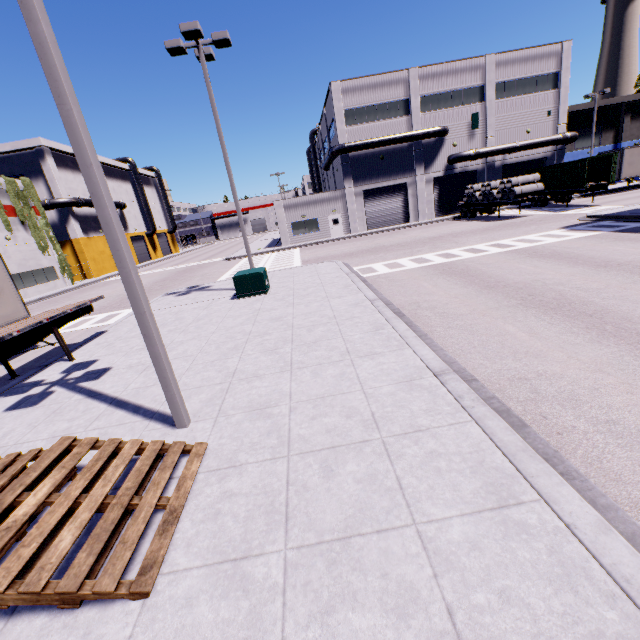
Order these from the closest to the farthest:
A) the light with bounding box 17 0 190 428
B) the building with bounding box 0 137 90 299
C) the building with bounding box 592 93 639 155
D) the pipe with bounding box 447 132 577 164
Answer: the light with bounding box 17 0 190 428 < the building with bounding box 0 137 90 299 < the pipe with bounding box 447 132 577 164 < the building with bounding box 592 93 639 155

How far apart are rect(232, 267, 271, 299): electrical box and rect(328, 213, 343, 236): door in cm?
2336

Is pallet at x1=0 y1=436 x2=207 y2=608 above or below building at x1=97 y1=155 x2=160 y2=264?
below

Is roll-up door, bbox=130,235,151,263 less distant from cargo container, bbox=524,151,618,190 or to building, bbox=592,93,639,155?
building, bbox=592,93,639,155

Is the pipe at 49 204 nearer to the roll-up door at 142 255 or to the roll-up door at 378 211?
the roll-up door at 142 255

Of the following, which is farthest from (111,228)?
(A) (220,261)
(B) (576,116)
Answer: (B) (576,116)

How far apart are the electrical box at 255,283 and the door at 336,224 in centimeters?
2336cm

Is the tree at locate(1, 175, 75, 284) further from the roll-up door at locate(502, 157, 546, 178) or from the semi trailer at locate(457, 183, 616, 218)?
the roll-up door at locate(502, 157, 546, 178)
